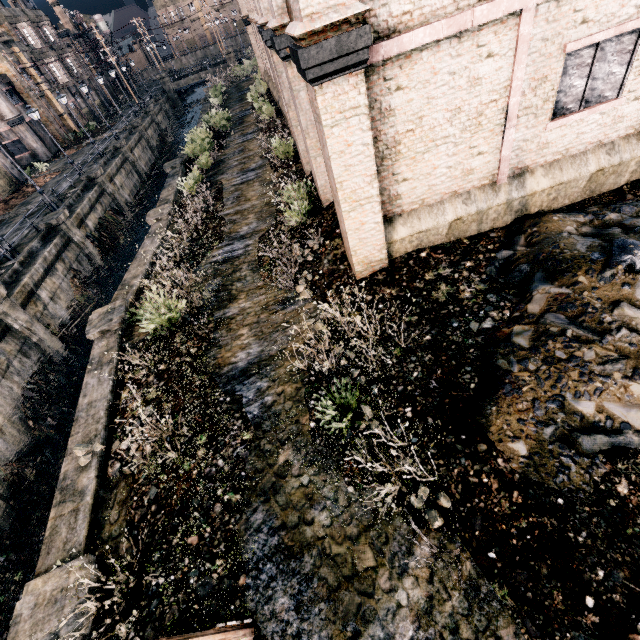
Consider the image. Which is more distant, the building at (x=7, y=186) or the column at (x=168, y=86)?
the column at (x=168, y=86)

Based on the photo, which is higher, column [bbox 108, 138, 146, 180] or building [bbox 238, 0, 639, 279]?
building [bbox 238, 0, 639, 279]

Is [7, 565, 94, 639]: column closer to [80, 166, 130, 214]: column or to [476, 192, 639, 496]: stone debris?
[476, 192, 639, 496]: stone debris

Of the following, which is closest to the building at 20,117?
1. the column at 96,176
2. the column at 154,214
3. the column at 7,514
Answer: the column at 96,176

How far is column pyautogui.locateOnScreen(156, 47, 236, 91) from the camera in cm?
5800

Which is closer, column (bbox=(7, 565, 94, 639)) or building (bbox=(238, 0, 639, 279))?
column (bbox=(7, 565, 94, 639))

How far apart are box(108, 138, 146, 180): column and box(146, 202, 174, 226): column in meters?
22.0 m

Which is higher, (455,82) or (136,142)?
(455,82)
